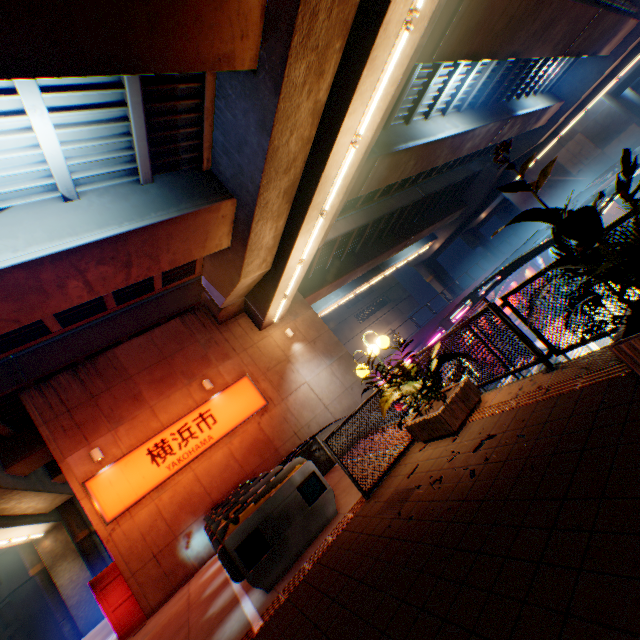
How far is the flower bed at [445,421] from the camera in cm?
Answer: 516

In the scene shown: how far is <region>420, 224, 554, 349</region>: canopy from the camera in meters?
15.6

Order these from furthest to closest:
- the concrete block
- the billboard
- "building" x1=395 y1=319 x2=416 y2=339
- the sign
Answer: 1. "building" x1=395 y1=319 x2=416 y2=339
2. the billboard
3. the concrete block
4. the sign

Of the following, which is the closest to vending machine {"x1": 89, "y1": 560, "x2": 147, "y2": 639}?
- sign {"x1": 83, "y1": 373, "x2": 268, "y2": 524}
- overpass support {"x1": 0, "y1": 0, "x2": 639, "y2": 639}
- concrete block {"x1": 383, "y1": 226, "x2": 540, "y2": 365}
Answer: sign {"x1": 83, "y1": 373, "x2": 268, "y2": 524}

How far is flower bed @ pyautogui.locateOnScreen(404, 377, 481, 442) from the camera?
5.2 meters

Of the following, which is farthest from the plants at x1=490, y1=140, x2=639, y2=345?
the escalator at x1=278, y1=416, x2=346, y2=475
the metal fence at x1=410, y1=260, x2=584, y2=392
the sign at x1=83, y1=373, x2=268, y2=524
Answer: the sign at x1=83, y1=373, x2=268, y2=524

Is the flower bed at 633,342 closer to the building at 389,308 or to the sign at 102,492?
the sign at 102,492

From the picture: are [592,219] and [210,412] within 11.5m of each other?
no
